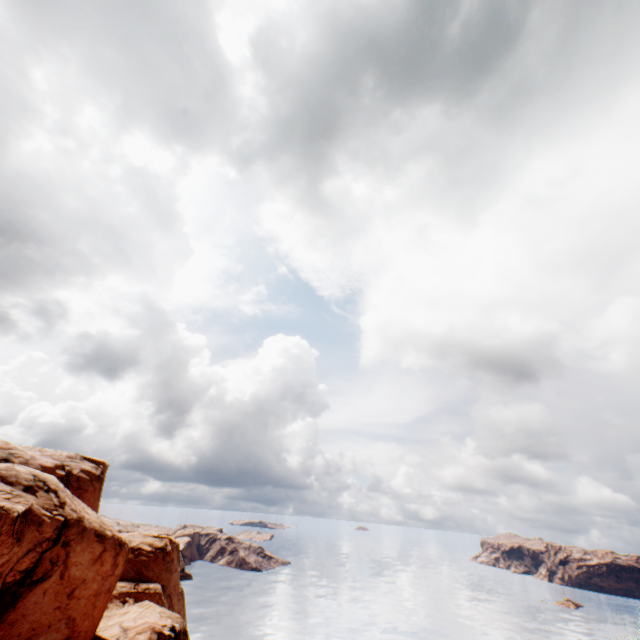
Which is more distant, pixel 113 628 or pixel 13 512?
pixel 113 628
